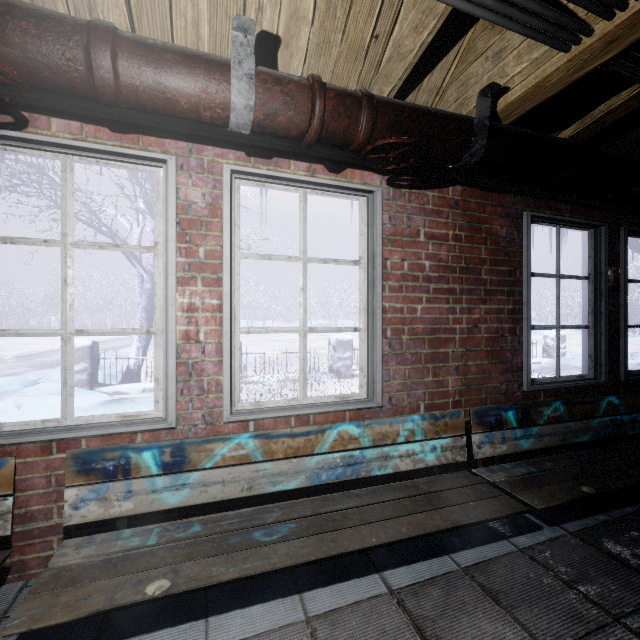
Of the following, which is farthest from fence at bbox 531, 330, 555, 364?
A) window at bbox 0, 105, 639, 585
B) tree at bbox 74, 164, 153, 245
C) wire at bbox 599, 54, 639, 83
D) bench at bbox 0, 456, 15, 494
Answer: wire at bbox 599, 54, 639, 83

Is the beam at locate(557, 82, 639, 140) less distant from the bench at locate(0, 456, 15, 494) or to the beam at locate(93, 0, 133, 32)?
the beam at locate(93, 0, 133, 32)

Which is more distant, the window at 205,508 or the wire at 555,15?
the window at 205,508

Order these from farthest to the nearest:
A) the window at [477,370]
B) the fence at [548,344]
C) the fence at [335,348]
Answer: the fence at [548,344]
the fence at [335,348]
the window at [477,370]

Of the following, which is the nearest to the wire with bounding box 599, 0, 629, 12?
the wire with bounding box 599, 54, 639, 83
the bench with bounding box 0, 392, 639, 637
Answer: the wire with bounding box 599, 54, 639, 83

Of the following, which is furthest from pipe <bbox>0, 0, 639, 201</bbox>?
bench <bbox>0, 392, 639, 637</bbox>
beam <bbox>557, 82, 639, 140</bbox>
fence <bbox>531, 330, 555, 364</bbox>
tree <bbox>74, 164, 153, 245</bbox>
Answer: fence <bbox>531, 330, 555, 364</bbox>

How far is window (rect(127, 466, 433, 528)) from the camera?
Result: 1.52m

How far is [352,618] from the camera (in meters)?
1.19
